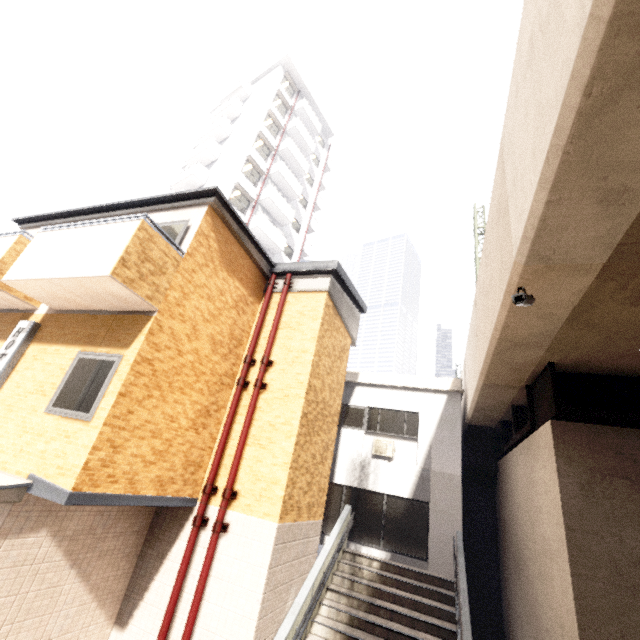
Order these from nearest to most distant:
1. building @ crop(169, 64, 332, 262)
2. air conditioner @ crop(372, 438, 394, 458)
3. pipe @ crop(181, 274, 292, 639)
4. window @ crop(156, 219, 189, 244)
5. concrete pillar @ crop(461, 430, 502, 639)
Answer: pipe @ crop(181, 274, 292, 639), window @ crop(156, 219, 189, 244), concrete pillar @ crop(461, 430, 502, 639), air conditioner @ crop(372, 438, 394, 458), building @ crop(169, 64, 332, 262)

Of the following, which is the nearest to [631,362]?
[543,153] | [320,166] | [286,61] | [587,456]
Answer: [587,456]

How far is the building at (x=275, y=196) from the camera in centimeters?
2398cm

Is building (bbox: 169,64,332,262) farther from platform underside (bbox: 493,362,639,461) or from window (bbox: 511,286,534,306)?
window (bbox: 511,286,534,306)

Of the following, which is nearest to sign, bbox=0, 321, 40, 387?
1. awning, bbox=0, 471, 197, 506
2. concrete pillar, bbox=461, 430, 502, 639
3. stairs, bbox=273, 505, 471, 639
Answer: awning, bbox=0, 471, 197, 506

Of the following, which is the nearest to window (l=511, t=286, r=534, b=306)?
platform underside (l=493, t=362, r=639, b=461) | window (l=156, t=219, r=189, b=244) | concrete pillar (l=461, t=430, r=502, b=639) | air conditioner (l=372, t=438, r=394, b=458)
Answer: platform underside (l=493, t=362, r=639, b=461)

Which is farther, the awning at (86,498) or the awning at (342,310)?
the awning at (342,310)

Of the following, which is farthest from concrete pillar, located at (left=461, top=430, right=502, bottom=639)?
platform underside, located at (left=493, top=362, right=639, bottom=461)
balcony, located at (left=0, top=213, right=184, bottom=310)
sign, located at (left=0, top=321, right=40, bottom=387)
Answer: sign, located at (left=0, top=321, right=40, bottom=387)
